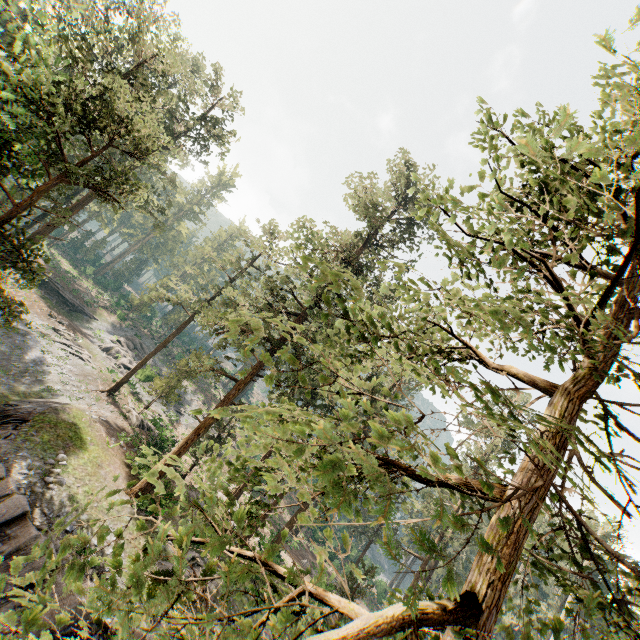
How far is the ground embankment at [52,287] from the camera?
42.9m

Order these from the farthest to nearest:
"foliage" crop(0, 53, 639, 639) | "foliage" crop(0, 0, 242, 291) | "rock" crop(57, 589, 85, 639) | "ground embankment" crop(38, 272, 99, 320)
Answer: "ground embankment" crop(38, 272, 99, 320), "foliage" crop(0, 0, 242, 291), "rock" crop(57, 589, 85, 639), "foliage" crop(0, 53, 639, 639)

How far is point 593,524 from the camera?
46.9 meters

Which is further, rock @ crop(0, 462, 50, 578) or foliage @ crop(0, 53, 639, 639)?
rock @ crop(0, 462, 50, 578)

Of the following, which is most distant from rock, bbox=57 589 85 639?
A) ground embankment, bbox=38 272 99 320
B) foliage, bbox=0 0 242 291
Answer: ground embankment, bbox=38 272 99 320

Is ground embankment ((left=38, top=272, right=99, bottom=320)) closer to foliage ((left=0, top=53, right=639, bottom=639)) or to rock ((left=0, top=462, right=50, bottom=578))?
foliage ((left=0, top=53, right=639, bottom=639))

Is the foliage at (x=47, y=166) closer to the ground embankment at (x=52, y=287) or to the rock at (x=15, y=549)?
the rock at (x=15, y=549)

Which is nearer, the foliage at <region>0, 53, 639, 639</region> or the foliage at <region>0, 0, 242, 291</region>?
the foliage at <region>0, 53, 639, 639</region>
